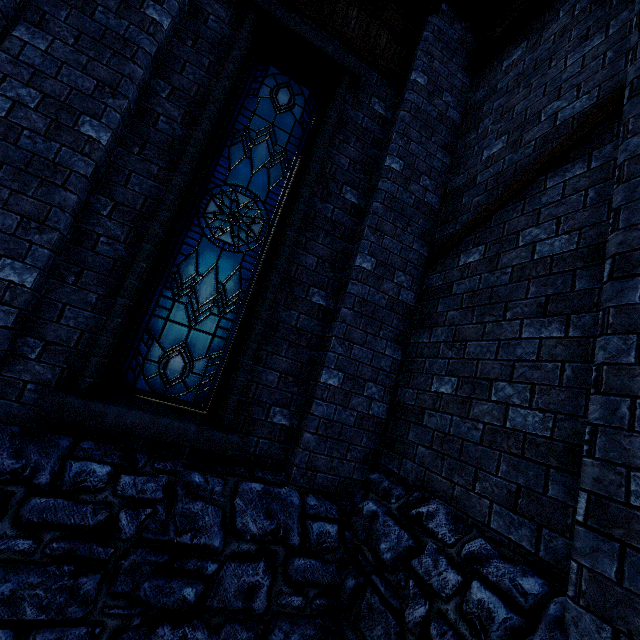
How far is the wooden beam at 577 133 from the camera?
2.8m

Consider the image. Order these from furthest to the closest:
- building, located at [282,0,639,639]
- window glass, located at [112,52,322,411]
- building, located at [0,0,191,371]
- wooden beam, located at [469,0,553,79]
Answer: wooden beam, located at [469,0,553,79], window glass, located at [112,52,322,411], building, located at [0,0,191,371], building, located at [282,0,639,639]

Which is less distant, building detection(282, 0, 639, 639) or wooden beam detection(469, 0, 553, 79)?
building detection(282, 0, 639, 639)

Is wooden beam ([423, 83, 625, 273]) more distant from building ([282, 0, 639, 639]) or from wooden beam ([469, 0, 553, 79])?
wooden beam ([469, 0, 553, 79])

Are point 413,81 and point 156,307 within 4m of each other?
no

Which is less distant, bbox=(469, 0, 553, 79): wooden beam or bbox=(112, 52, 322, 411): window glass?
bbox=(112, 52, 322, 411): window glass

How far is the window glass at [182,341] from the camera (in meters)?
3.57
